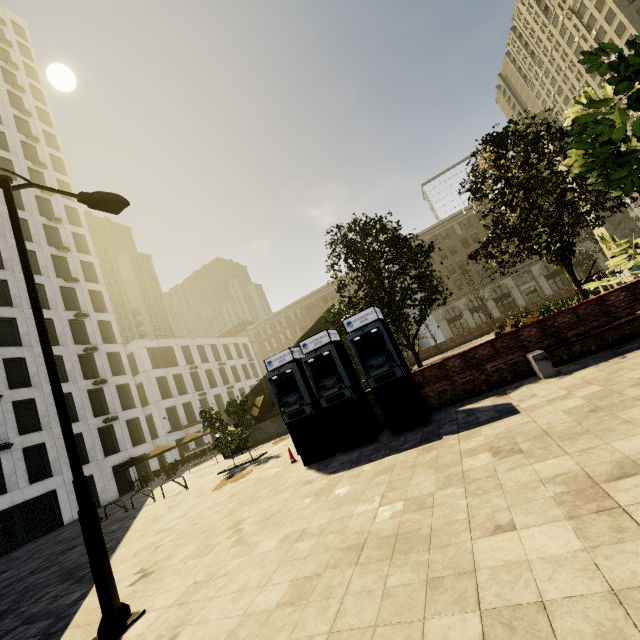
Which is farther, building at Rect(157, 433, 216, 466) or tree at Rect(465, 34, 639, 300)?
building at Rect(157, 433, 216, 466)

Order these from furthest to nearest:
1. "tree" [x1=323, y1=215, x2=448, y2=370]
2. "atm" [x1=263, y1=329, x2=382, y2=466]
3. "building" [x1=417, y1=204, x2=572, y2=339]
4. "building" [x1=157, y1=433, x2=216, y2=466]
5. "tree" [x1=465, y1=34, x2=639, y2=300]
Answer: "building" [x1=417, y1=204, x2=572, y2=339], "building" [x1=157, y1=433, x2=216, y2=466], "tree" [x1=323, y1=215, x2=448, y2=370], "atm" [x1=263, y1=329, x2=382, y2=466], "tree" [x1=465, y1=34, x2=639, y2=300]

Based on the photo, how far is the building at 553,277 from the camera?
51.12m

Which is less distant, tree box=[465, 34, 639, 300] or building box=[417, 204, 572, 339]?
tree box=[465, 34, 639, 300]

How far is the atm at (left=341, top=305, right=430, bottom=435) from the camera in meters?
8.2

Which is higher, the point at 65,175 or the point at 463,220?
the point at 65,175

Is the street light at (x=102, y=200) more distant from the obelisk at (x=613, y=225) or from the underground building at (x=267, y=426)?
the obelisk at (x=613, y=225)

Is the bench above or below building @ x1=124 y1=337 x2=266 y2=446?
below
